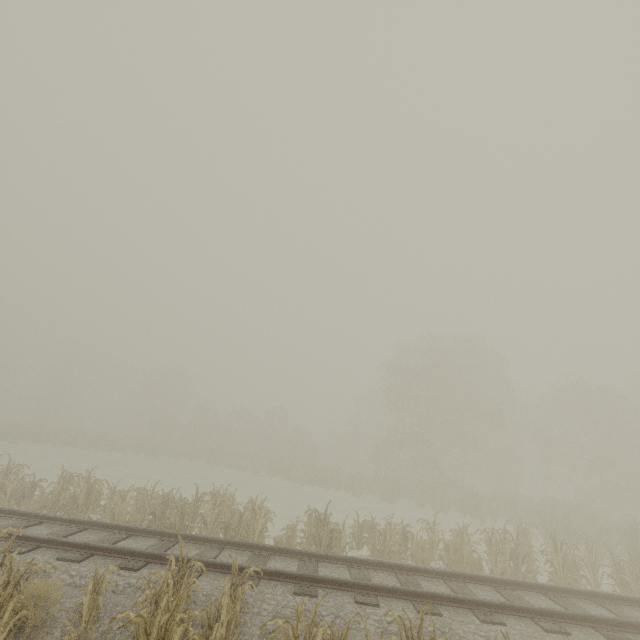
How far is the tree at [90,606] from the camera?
5.0 meters

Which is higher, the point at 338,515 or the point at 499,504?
the point at 499,504

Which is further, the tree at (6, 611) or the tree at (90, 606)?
the tree at (90, 606)

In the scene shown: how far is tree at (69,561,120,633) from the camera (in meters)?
4.96

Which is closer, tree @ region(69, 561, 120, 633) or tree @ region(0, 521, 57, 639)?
tree @ region(0, 521, 57, 639)
